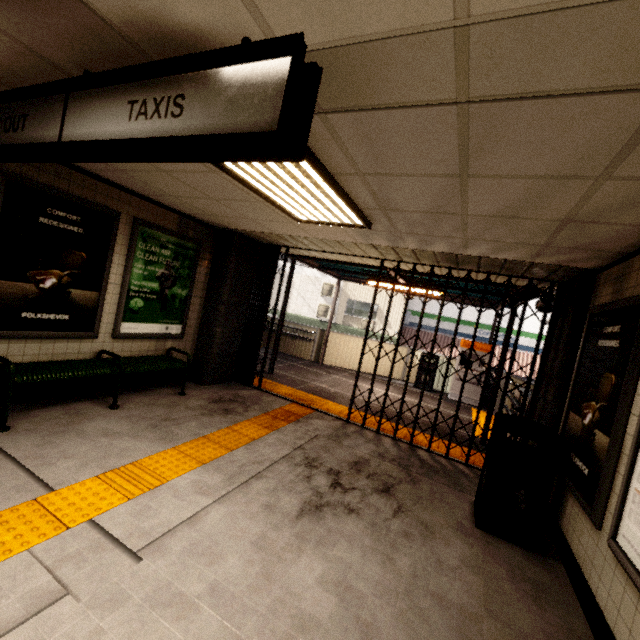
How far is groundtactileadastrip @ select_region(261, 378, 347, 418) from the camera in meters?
6.3

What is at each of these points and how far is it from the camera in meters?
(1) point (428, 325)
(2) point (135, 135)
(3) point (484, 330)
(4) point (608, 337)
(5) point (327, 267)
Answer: (1) sign, 18.8
(2) sign, 1.5
(3) sign, 17.6
(4) sign, 2.9
(5) exterior awning, 9.3

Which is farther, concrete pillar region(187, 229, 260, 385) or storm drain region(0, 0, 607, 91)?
concrete pillar region(187, 229, 260, 385)

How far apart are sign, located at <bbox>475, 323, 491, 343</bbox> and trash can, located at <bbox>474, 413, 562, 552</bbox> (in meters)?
15.36

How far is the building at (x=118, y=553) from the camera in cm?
193

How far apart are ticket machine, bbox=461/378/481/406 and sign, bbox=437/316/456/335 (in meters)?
8.35

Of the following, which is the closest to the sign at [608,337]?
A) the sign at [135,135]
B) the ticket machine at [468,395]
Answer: the sign at [135,135]

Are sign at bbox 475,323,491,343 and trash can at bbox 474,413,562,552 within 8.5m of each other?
no
